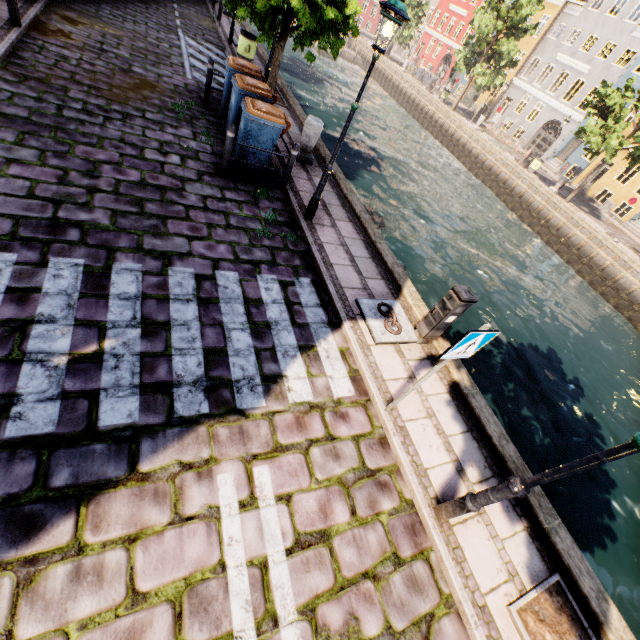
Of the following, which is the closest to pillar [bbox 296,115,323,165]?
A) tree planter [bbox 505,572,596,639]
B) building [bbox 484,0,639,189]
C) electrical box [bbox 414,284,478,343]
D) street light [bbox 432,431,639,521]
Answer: electrical box [bbox 414,284,478,343]

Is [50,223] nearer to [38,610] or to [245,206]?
[245,206]

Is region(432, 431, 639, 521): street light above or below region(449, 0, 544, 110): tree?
below

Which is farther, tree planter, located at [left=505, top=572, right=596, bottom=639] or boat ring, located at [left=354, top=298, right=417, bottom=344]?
boat ring, located at [left=354, top=298, right=417, bottom=344]

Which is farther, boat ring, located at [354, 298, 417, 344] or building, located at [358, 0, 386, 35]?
building, located at [358, 0, 386, 35]

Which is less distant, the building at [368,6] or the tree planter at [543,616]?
→ the tree planter at [543,616]

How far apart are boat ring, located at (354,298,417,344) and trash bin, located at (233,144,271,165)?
4.0m

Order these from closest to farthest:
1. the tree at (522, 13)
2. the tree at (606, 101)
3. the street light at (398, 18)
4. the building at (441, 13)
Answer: the street light at (398, 18) → the tree at (606, 101) → the tree at (522, 13) → the building at (441, 13)
